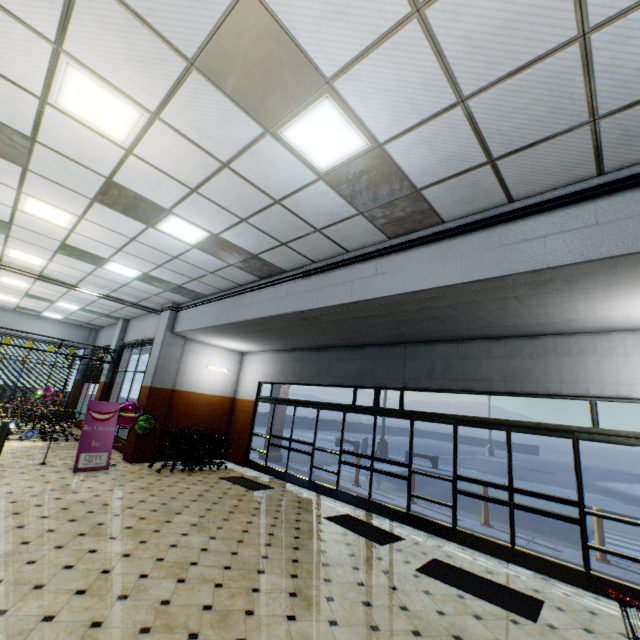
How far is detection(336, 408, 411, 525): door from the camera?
7.12m

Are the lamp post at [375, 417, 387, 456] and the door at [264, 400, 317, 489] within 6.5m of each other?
no

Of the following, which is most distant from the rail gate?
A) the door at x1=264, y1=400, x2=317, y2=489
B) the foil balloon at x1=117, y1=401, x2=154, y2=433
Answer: the door at x1=264, y1=400, x2=317, y2=489

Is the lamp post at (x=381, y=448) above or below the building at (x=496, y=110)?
below

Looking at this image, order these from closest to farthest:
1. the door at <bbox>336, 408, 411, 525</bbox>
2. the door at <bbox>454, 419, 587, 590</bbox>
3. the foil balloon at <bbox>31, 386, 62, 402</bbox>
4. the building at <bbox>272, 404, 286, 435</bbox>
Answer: the door at <bbox>454, 419, 587, 590</bbox>, the door at <bbox>336, 408, 411, 525</bbox>, the building at <bbox>272, 404, 286, 435</bbox>, the foil balloon at <bbox>31, 386, 62, 402</bbox>

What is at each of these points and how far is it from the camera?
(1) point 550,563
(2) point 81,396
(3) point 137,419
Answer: (1) door, 5.21m
(2) building, 16.83m
(3) foil balloon, 9.24m

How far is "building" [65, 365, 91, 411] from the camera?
16.25m

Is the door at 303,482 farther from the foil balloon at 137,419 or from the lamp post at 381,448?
the lamp post at 381,448
